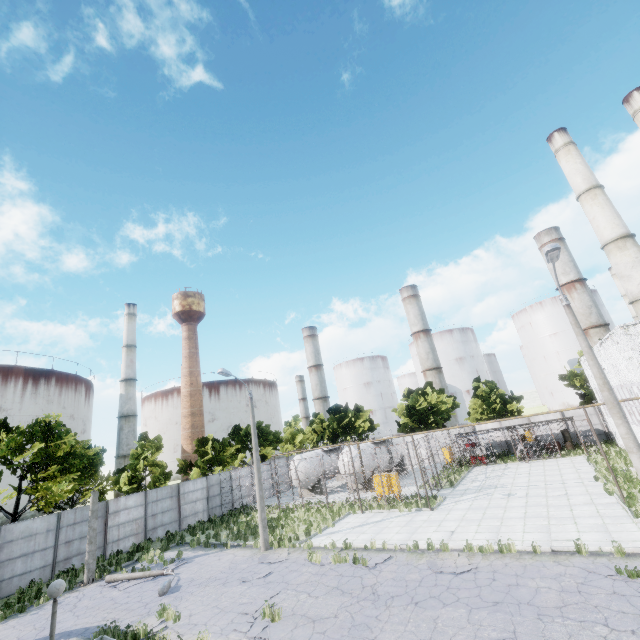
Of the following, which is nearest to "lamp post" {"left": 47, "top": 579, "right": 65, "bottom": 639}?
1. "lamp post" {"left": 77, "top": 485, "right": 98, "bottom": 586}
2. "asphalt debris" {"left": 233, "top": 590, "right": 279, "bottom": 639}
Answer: "asphalt debris" {"left": 233, "top": 590, "right": 279, "bottom": 639}

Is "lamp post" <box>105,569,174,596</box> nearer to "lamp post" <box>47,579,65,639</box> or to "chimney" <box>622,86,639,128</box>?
"lamp post" <box>47,579,65,639</box>

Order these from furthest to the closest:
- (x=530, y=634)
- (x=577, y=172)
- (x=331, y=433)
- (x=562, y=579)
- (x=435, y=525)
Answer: (x=331, y=433) → (x=577, y=172) → (x=435, y=525) → (x=562, y=579) → (x=530, y=634)

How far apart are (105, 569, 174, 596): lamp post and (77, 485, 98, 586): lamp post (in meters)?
1.19

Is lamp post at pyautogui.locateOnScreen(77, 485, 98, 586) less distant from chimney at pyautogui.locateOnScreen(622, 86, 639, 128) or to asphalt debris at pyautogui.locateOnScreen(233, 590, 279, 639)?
asphalt debris at pyautogui.locateOnScreen(233, 590, 279, 639)

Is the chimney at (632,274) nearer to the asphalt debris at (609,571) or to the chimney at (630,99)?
the chimney at (630,99)

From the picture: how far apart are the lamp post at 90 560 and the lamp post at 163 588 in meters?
1.2

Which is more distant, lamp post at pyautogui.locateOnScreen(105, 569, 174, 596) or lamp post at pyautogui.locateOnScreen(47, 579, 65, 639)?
→ lamp post at pyautogui.locateOnScreen(105, 569, 174, 596)
